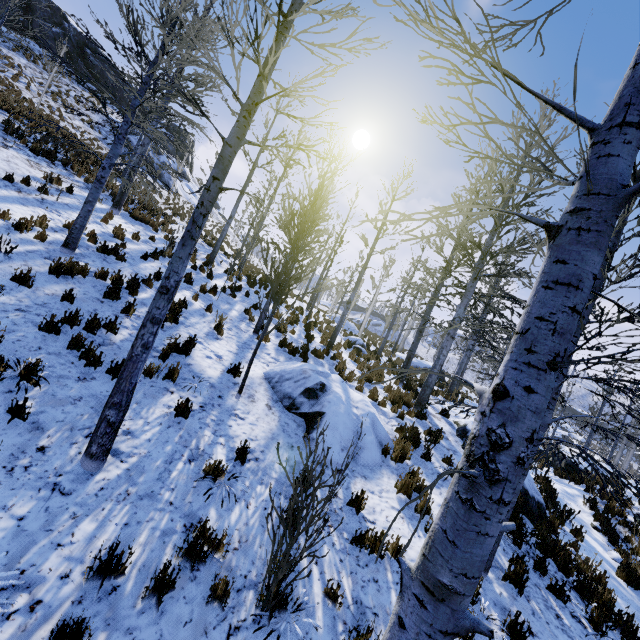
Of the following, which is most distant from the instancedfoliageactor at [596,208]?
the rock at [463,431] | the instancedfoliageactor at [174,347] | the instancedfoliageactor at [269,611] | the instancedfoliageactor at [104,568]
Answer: the instancedfoliageactor at [174,347]

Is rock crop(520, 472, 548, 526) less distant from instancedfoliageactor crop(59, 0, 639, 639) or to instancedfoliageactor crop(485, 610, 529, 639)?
instancedfoliageactor crop(485, 610, 529, 639)

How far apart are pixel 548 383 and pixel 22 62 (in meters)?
33.80

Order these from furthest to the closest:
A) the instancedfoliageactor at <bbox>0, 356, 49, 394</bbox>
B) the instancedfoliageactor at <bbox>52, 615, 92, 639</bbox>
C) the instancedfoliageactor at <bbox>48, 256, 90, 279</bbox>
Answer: the instancedfoliageactor at <bbox>48, 256, 90, 279</bbox>, the instancedfoliageactor at <bbox>0, 356, 49, 394</bbox>, the instancedfoliageactor at <bbox>52, 615, 92, 639</bbox>

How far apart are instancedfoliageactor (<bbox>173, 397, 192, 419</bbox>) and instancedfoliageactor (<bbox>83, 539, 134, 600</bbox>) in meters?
2.4

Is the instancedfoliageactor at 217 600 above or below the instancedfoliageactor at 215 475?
below

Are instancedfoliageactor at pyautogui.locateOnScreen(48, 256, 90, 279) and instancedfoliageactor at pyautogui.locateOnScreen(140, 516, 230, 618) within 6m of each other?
no

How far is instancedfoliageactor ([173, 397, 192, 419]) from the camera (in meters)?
5.52
